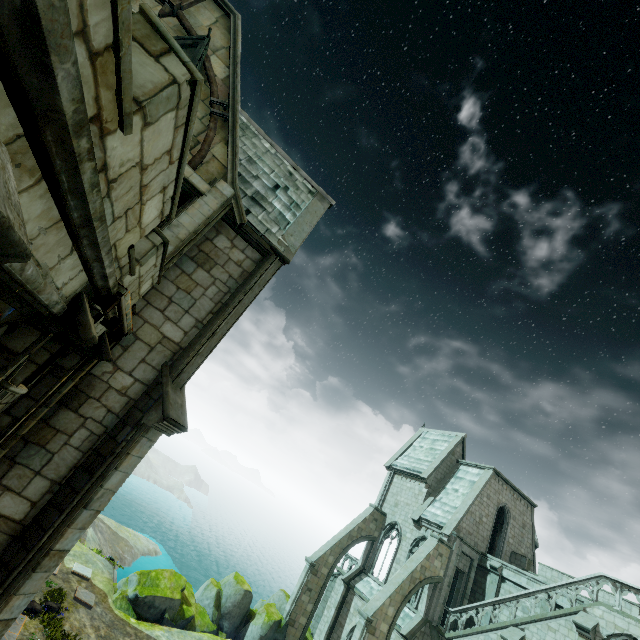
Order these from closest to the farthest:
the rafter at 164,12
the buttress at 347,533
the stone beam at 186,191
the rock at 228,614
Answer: the stone beam at 186,191
the rafter at 164,12
the rock at 228,614
the buttress at 347,533

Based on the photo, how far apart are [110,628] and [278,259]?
19.1m

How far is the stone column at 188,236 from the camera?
8.4 meters

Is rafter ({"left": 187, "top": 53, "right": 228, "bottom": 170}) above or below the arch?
above

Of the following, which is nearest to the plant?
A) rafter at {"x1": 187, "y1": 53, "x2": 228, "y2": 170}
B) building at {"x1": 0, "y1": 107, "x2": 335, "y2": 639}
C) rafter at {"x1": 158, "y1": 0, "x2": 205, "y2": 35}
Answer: building at {"x1": 0, "y1": 107, "x2": 335, "y2": 639}

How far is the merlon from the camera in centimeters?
930cm

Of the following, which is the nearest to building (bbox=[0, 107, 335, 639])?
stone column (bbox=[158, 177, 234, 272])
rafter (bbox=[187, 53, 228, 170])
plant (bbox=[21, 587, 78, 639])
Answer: stone column (bbox=[158, 177, 234, 272])

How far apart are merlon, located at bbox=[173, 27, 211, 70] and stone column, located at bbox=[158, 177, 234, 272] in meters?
2.4
